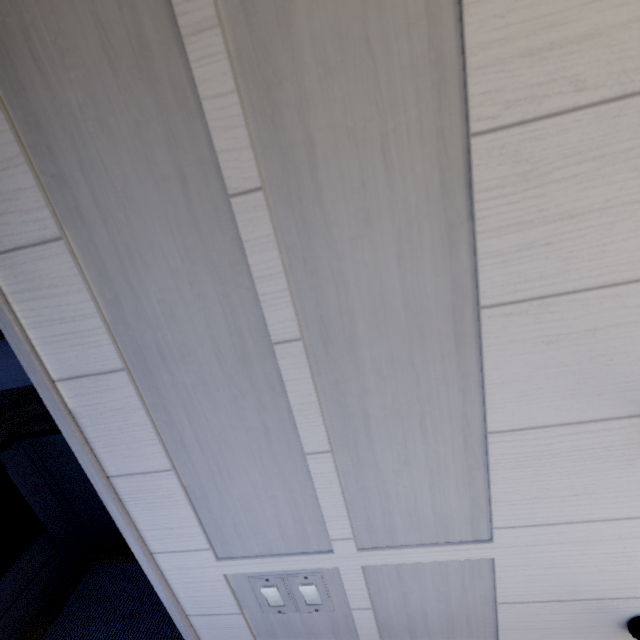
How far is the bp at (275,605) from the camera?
0.71m

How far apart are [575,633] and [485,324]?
0.8m

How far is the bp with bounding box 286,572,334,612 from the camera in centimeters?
69cm
